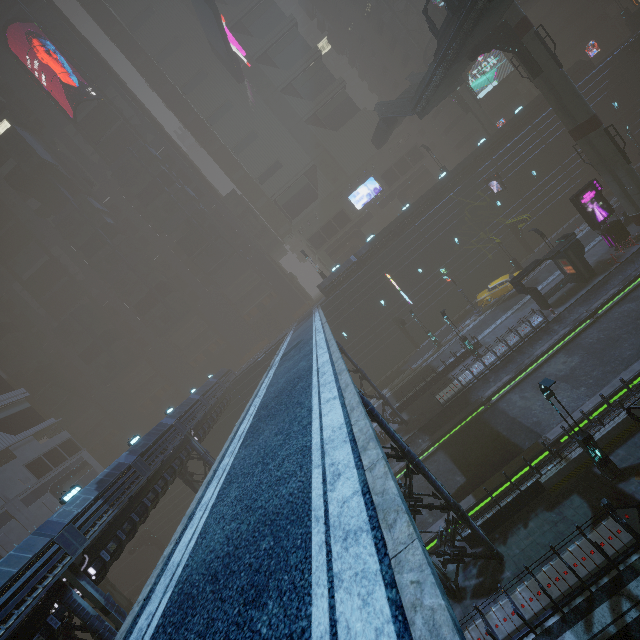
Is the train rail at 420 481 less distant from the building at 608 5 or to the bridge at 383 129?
the building at 608 5

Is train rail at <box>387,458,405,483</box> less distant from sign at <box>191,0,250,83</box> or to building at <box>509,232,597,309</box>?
building at <box>509,232,597,309</box>

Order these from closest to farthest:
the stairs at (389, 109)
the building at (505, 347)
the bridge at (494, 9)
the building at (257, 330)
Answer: the bridge at (494, 9), the building at (505, 347), the building at (257, 330), the stairs at (389, 109)

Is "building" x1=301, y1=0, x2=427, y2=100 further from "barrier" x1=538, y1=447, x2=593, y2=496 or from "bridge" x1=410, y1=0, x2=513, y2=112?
"bridge" x1=410, y1=0, x2=513, y2=112

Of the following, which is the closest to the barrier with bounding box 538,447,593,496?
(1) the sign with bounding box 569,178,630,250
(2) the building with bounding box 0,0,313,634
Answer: (2) the building with bounding box 0,0,313,634

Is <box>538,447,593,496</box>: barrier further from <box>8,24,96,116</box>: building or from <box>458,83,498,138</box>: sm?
<box>458,83,498,138</box>: sm

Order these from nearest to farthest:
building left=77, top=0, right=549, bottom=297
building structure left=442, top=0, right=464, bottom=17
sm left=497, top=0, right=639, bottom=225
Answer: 1. building structure left=442, top=0, right=464, bottom=17
2. sm left=497, top=0, right=639, bottom=225
3. building left=77, top=0, right=549, bottom=297

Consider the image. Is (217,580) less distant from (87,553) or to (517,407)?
(87,553)
